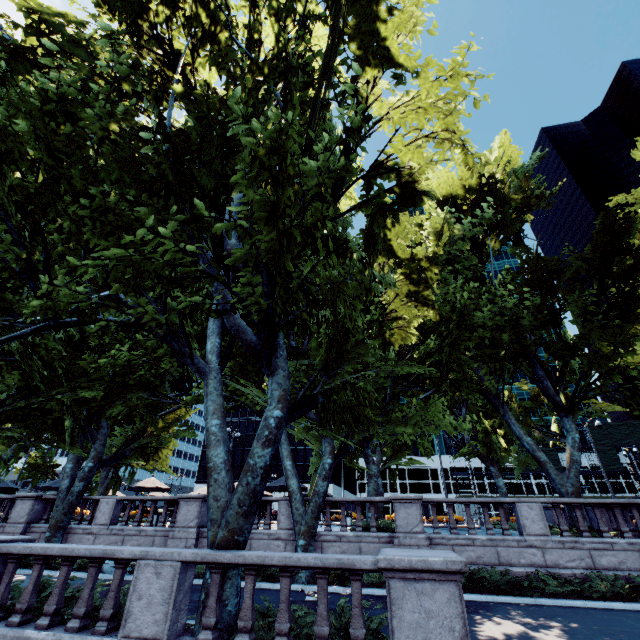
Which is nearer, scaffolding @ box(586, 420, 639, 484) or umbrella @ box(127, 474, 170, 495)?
umbrella @ box(127, 474, 170, 495)

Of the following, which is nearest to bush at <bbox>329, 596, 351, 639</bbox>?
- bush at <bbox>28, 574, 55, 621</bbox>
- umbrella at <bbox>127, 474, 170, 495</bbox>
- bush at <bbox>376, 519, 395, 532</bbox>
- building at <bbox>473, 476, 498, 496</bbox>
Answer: bush at <bbox>28, 574, 55, 621</bbox>

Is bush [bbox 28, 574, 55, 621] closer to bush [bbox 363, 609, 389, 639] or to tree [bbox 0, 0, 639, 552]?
tree [bbox 0, 0, 639, 552]

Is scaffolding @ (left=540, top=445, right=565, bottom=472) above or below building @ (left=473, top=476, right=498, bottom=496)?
above

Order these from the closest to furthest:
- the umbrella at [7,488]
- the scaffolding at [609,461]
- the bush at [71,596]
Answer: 1. the bush at [71,596]
2. the umbrella at [7,488]
3. the scaffolding at [609,461]

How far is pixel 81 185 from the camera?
8.7m

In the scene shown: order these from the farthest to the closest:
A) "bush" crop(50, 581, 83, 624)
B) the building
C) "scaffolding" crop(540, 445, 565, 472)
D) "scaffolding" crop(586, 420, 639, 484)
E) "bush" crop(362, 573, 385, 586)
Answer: the building
"scaffolding" crop(540, 445, 565, 472)
"scaffolding" crop(586, 420, 639, 484)
"bush" crop(362, 573, 385, 586)
"bush" crop(50, 581, 83, 624)

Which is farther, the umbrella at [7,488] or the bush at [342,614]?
the umbrella at [7,488]
